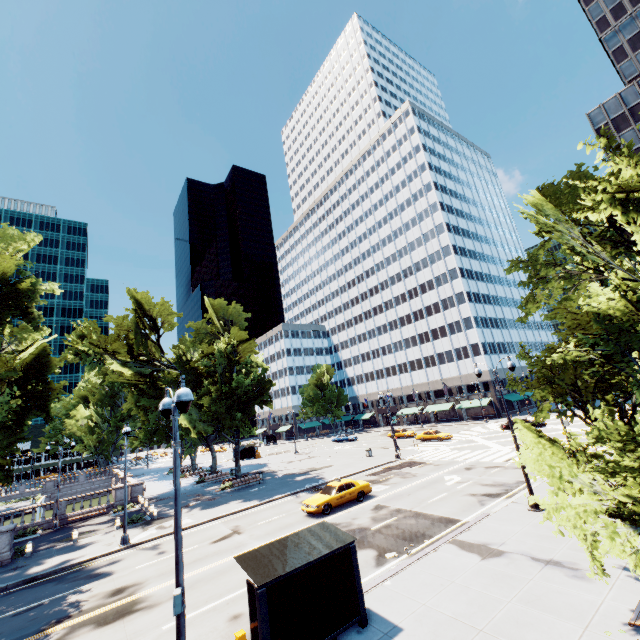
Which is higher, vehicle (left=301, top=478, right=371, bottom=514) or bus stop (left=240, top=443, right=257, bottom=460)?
bus stop (left=240, top=443, right=257, bottom=460)

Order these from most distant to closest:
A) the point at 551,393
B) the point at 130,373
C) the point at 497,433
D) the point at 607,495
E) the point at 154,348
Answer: the point at 497,433, the point at 154,348, the point at 130,373, the point at 551,393, the point at 607,495

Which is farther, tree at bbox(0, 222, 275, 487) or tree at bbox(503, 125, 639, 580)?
tree at bbox(0, 222, 275, 487)

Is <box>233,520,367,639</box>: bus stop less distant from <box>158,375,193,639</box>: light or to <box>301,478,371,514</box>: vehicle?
<box>158,375,193,639</box>: light

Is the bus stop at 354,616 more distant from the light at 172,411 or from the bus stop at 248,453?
the bus stop at 248,453

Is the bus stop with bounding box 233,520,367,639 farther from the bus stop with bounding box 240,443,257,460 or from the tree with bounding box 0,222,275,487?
the bus stop with bounding box 240,443,257,460

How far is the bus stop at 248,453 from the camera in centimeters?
5725cm

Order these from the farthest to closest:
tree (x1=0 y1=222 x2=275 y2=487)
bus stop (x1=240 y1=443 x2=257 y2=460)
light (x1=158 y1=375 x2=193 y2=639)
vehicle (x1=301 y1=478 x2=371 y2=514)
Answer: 1. bus stop (x1=240 y1=443 x2=257 y2=460)
2. tree (x1=0 y1=222 x2=275 y2=487)
3. vehicle (x1=301 y1=478 x2=371 y2=514)
4. light (x1=158 y1=375 x2=193 y2=639)
